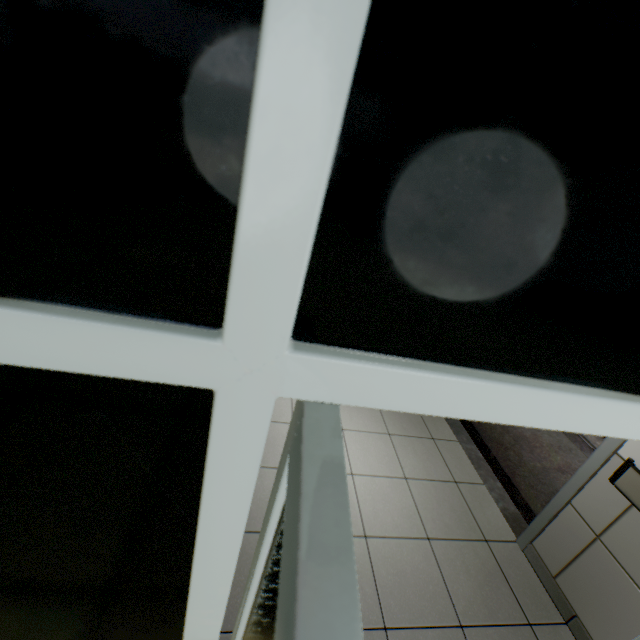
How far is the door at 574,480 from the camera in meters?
2.1 m

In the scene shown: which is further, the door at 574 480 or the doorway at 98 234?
the door at 574 480

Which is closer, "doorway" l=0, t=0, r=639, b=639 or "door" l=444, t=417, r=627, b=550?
"doorway" l=0, t=0, r=639, b=639

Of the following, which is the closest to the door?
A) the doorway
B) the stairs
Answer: the stairs

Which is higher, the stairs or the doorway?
the doorway

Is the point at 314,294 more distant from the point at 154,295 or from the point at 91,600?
the point at 91,600

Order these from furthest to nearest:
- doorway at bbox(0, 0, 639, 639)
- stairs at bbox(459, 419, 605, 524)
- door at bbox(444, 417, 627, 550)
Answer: stairs at bbox(459, 419, 605, 524) → door at bbox(444, 417, 627, 550) → doorway at bbox(0, 0, 639, 639)

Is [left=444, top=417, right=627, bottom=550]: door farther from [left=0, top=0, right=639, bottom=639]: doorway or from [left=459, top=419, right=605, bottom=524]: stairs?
[left=0, top=0, right=639, bottom=639]: doorway
